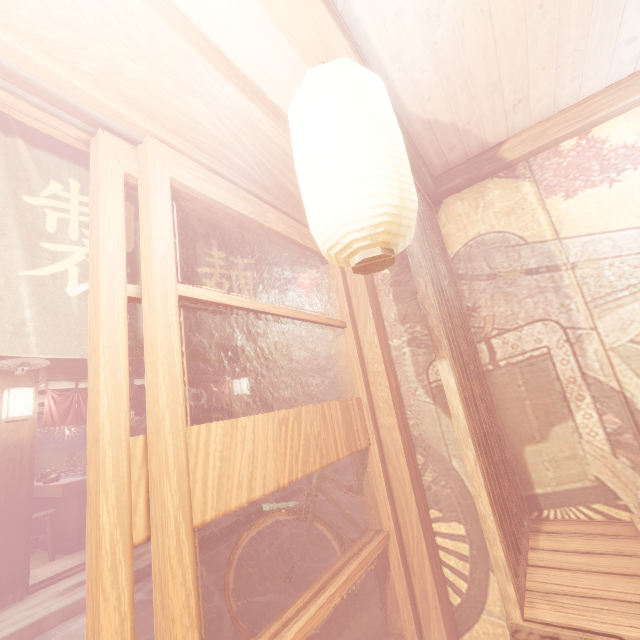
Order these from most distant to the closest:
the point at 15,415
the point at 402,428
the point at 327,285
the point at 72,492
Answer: the point at 72,492
the point at 15,415
the point at 327,285
the point at 402,428

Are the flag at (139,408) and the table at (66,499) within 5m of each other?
yes

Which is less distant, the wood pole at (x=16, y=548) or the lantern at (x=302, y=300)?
the lantern at (x=302, y=300)

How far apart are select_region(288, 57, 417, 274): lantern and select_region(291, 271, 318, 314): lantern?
4.2m

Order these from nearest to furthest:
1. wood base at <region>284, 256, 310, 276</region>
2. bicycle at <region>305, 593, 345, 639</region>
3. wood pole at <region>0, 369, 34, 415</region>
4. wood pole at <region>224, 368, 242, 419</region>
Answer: bicycle at <region>305, 593, 345, 639</region>, wood base at <region>284, 256, 310, 276</region>, wood pole at <region>0, 369, 34, 415</region>, wood pole at <region>224, 368, 242, 419</region>

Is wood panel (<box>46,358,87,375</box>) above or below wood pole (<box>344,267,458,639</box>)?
above

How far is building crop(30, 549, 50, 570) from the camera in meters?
9.6 m

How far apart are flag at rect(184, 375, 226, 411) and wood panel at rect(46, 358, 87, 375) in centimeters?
53cm
